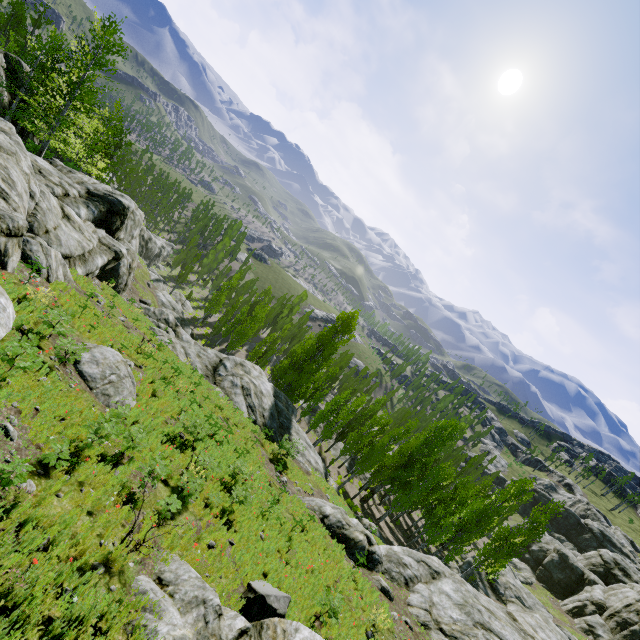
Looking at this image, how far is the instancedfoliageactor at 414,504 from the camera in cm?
2755

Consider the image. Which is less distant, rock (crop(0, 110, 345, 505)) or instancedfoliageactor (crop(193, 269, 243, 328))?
rock (crop(0, 110, 345, 505))

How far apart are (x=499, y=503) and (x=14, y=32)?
74.7m

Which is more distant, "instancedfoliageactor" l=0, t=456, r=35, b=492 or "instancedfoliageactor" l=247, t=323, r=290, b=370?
"instancedfoliageactor" l=247, t=323, r=290, b=370

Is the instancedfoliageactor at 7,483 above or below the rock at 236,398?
above

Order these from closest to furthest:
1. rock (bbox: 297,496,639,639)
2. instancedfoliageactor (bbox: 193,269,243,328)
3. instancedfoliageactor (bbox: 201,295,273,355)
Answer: rock (bbox: 297,496,639,639) → instancedfoliageactor (bbox: 201,295,273,355) → instancedfoliageactor (bbox: 193,269,243,328)

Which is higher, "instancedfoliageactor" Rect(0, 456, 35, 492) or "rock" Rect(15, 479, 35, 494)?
"instancedfoliageactor" Rect(0, 456, 35, 492)
